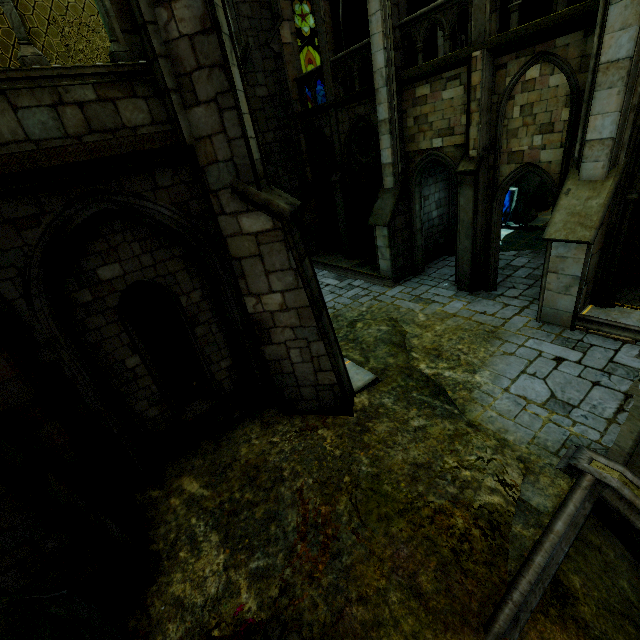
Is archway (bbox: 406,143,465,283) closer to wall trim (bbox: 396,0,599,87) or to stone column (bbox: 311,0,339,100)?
wall trim (bbox: 396,0,599,87)

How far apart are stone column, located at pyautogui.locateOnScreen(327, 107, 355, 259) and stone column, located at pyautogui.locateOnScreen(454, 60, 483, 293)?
5.30m

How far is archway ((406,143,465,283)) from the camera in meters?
9.9 m

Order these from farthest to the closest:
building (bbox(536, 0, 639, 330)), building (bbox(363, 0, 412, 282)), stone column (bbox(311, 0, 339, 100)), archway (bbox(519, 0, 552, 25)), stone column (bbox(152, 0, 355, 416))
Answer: stone column (bbox(311, 0, 339, 100))
building (bbox(363, 0, 412, 282))
archway (bbox(519, 0, 552, 25))
building (bbox(536, 0, 639, 330))
stone column (bbox(152, 0, 355, 416))

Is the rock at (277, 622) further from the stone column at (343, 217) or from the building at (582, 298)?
the stone column at (343, 217)

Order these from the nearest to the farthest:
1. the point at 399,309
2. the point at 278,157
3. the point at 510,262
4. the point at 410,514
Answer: the point at 410,514, the point at 399,309, the point at 510,262, the point at 278,157

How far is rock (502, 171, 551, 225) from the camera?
24.4 meters

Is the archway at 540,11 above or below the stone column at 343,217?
above
